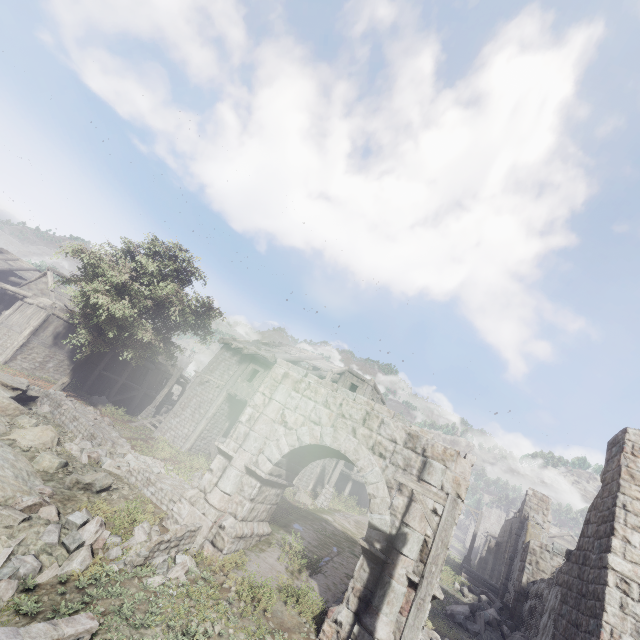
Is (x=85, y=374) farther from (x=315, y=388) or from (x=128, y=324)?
(x=315, y=388)

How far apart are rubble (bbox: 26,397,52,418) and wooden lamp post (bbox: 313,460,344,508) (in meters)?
14.91

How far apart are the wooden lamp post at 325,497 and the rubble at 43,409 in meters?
14.9 m

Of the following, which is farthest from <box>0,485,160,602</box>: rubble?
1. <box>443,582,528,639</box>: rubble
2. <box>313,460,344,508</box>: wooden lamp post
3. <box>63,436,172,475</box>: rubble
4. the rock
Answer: <box>313,460,344,508</box>: wooden lamp post

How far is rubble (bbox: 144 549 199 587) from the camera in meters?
7.7 m

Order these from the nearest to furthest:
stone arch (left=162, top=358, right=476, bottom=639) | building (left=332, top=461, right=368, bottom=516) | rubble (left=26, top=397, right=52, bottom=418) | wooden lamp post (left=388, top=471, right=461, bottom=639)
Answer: wooden lamp post (left=388, top=471, right=461, bottom=639) < stone arch (left=162, top=358, right=476, bottom=639) < rubble (left=26, top=397, right=52, bottom=418) < building (left=332, top=461, right=368, bottom=516)

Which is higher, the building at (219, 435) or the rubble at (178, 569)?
the building at (219, 435)

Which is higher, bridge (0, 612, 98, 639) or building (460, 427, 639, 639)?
building (460, 427, 639, 639)
